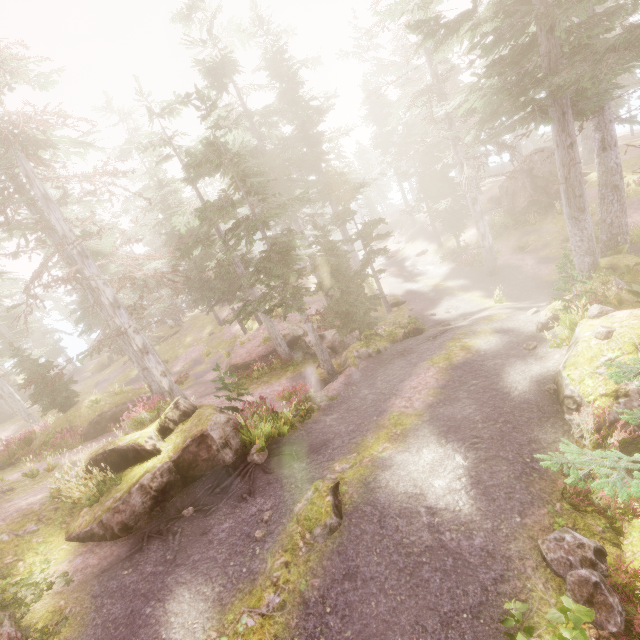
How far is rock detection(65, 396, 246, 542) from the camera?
8.0 meters

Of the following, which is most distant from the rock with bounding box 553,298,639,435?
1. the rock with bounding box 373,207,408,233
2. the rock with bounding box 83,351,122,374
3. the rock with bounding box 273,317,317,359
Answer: the rock with bounding box 373,207,408,233

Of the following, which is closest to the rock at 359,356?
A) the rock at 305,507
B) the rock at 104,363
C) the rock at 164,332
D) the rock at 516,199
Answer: the rock at 305,507

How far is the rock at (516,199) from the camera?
26.0m

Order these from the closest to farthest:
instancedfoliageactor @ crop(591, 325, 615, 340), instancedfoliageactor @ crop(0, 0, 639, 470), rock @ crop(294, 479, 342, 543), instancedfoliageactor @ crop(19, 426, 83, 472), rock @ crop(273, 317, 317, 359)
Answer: rock @ crop(294, 479, 342, 543) < instancedfoliageactor @ crop(591, 325, 615, 340) < instancedfoliageactor @ crop(0, 0, 639, 470) < instancedfoliageactor @ crop(19, 426, 83, 472) < rock @ crop(273, 317, 317, 359)

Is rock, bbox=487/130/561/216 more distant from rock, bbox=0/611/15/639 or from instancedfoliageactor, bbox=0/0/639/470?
rock, bbox=0/611/15/639

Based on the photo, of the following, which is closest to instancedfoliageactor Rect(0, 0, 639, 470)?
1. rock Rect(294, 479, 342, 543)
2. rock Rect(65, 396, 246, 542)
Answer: rock Rect(65, 396, 246, 542)

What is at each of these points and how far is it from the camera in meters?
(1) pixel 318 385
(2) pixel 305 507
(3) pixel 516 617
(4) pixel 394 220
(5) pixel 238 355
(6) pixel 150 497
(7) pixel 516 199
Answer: (1) rock, 15.4 m
(2) rock, 7.1 m
(3) instancedfoliageactor, 4.5 m
(4) rock, 50.5 m
(5) rock, 23.7 m
(6) rock, 8.5 m
(7) rock, 27.0 m
